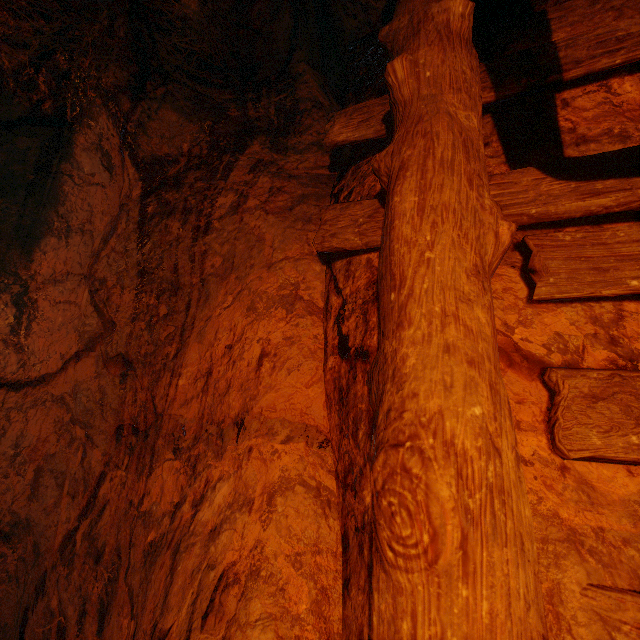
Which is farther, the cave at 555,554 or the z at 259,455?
the z at 259,455

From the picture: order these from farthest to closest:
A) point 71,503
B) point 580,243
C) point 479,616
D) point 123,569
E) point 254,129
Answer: point 254,129
point 71,503
point 123,569
point 580,243
point 479,616

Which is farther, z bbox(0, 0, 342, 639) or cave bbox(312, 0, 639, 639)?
z bbox(0, 0, 342, 639)
